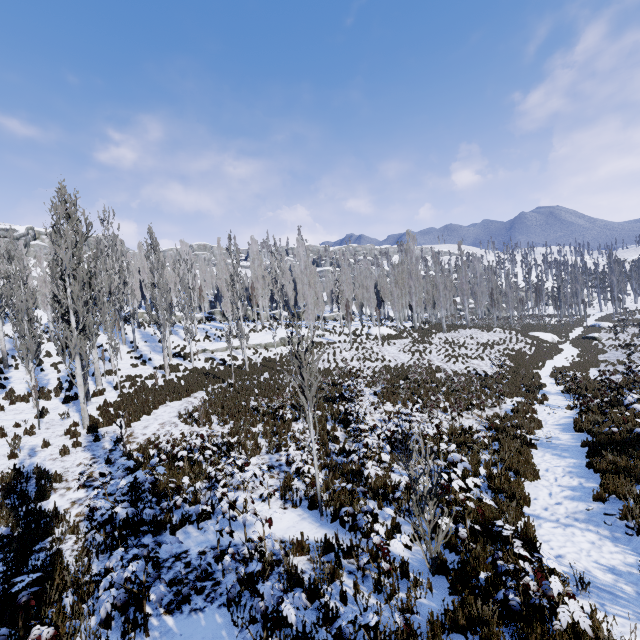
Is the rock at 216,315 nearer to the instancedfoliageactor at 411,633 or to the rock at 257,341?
the instancedfoliageactor at 411,633

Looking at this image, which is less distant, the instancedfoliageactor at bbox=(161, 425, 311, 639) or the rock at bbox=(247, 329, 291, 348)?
the instancedfoliageactor at bbox=(161, 425, 311, 639)

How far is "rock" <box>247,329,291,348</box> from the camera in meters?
32.2 m

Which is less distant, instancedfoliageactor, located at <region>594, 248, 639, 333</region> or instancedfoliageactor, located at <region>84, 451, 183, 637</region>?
instancedfoliageactor, located at <region>84, 451, 183, 637</region>

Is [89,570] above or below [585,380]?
above

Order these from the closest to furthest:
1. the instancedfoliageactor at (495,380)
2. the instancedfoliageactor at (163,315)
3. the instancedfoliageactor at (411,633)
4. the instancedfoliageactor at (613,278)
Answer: the instancedfoliageactor at (411,633) < the instancedfoliageactor at (495,380) < the instancedfoliageactor at (163,315) < the instancedfoliageactor at (613,278)

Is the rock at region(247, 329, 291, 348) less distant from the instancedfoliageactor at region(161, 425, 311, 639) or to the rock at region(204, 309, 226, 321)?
the instancedfoliageactor at region(161, 425, 311, 639)

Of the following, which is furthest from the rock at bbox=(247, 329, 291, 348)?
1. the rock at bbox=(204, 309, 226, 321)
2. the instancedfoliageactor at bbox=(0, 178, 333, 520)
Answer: the rock at bbox=(204, 309, 226, 321)
